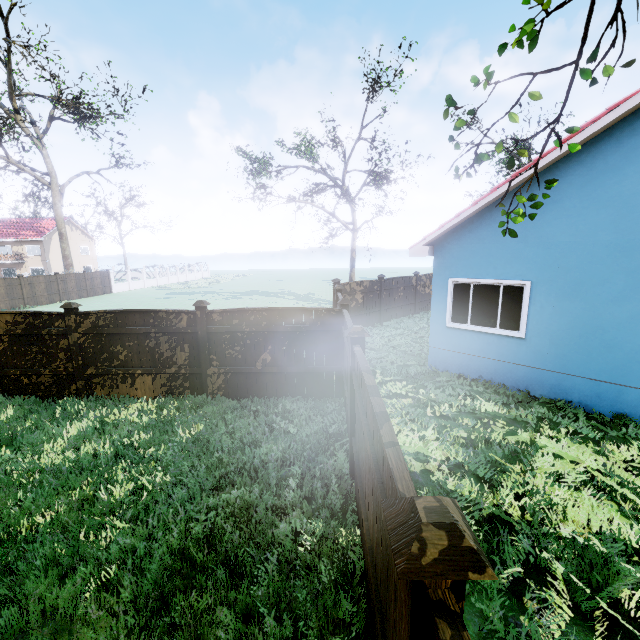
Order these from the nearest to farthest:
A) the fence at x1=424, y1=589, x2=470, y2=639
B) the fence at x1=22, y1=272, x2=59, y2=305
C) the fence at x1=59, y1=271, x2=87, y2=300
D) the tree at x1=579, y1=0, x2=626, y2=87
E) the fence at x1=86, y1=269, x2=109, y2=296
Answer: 1. the fence at x1=424, y1=589, x2=470, y2=639
2. the tree at x1=579, y1=0, x2=626, y2=87
3. the fence at x1=22, y1=272, x2=59, y2=305
4. the fence at x1=59, y1=271, x2=87, y2=300
5. the fence at x1=86, y1=269, x2=109, y2=296

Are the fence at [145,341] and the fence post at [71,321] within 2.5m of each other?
yes

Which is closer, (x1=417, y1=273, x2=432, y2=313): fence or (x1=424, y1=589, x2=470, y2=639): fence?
(x1=424, y1=589, x2=470, y2=639): fence

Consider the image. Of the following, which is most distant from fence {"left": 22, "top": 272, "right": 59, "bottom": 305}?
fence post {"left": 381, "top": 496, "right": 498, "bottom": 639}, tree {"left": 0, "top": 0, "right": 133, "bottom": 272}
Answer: tree {"left": 0, "top": 0, "right": 133, "bottom": 272}

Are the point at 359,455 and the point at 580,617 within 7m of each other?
Answer: yes

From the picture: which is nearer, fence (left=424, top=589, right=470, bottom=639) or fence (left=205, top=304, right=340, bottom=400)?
fence (left=424, top=589, right=470, bottom=639)

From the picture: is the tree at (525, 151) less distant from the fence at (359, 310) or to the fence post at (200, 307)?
the fence at (359, 310)

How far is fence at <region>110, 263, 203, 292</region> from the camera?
35.6m
